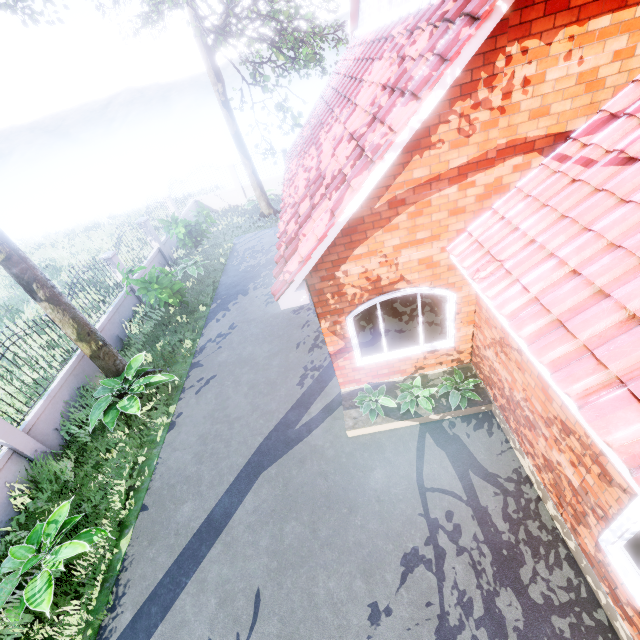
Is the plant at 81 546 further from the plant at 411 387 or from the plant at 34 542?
the plant at 411 387

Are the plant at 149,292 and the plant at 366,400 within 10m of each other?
yes

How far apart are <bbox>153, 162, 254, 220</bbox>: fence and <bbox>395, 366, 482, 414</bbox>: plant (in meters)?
15.48

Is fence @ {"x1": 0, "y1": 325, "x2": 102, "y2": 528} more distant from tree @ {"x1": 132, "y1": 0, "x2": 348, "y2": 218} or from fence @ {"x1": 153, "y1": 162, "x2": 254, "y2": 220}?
fence @ {"x1": 153, "y1": 162, "x2": 254, "y2": 220}

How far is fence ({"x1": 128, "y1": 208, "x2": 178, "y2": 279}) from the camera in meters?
13.6

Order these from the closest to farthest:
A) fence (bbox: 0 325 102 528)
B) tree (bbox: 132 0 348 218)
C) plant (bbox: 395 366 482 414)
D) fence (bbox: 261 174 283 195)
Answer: tree (bbox: 132 0 348 218) → plant (bbox: 395 366 482 414) → fence (bbox: 0 325 102 528) → fence (bbox: 261 174 283 195)

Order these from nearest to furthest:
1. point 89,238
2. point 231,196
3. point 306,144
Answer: point 306,144 → point 231,196 → point 89,238
